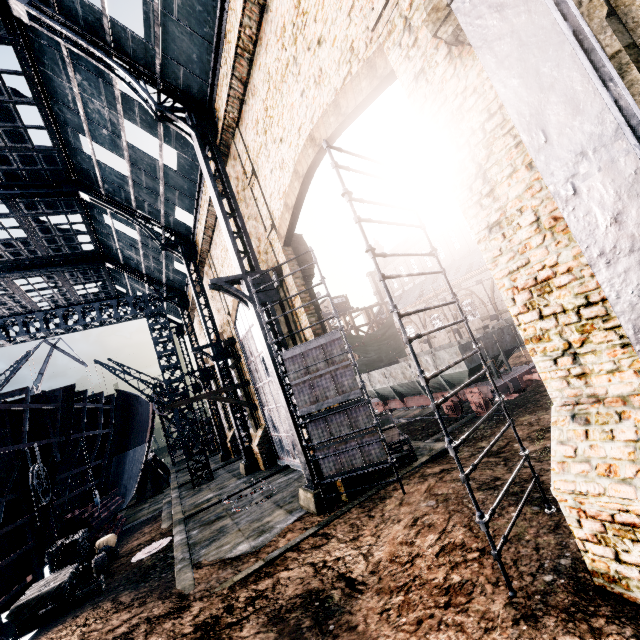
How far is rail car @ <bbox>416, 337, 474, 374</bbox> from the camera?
16.41m

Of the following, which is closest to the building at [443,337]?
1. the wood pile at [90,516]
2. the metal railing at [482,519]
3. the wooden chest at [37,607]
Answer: the metal railing at [482,519]

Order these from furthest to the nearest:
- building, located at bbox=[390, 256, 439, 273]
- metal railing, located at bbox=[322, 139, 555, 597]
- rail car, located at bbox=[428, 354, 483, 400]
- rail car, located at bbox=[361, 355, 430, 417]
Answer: building, located at bbox=[390, 256, 439, 273]
rail car, located at bbox=[361, 355, 430, 417]
rail car, located at bbox=[428, 354, 483, 400]
metal railing, located at bbox=[322, 139, 555, 597]

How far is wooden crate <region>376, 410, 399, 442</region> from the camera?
13.70m

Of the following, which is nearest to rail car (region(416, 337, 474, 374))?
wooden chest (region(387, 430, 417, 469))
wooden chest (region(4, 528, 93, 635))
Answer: wooden chest (region(387, 430, 417, 469))

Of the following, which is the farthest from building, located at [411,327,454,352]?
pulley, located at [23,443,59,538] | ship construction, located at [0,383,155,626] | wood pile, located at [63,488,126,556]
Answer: pulley, located at [23,443,59,538]

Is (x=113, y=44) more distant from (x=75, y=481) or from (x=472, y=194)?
(x=75, y=481)

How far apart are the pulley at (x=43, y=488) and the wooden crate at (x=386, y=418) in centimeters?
1435cm
